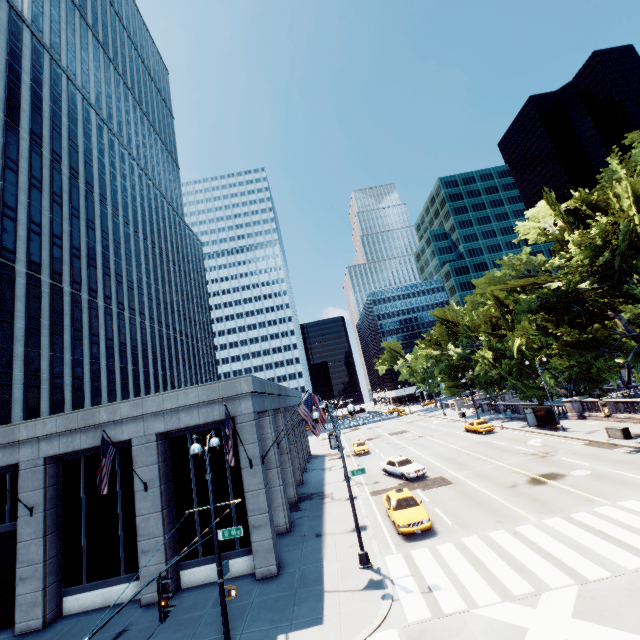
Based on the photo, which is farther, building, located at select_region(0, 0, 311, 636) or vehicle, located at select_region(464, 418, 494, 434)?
vehicle, located at select_region(464, 418, 494, 434)

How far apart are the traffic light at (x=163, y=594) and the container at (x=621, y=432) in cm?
3209

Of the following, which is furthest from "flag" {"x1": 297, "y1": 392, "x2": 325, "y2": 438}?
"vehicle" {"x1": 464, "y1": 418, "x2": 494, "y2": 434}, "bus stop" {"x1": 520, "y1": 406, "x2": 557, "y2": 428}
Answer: "vehicle" {"x1": 464, "y1": 418, "x2": 494, "y2": 434}

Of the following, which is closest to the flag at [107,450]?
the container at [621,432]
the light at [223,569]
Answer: the light at [223,569]

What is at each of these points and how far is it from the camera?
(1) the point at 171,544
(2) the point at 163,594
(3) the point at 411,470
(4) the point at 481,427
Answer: (1) building, 16.5m
(2) traffic light, 7.7m
(3) vehicle, 26.6m
(4) vehicle, 38.6m

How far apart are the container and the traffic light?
32.09m

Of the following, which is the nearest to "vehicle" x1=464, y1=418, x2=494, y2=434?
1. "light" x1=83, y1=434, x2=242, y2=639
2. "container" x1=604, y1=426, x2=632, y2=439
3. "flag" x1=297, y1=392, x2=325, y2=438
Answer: "container" x1=604, y1=426, x2=632, y2=439

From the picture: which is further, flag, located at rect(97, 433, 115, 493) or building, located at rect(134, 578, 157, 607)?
building, located at rect(134, 578, 157, 607)
